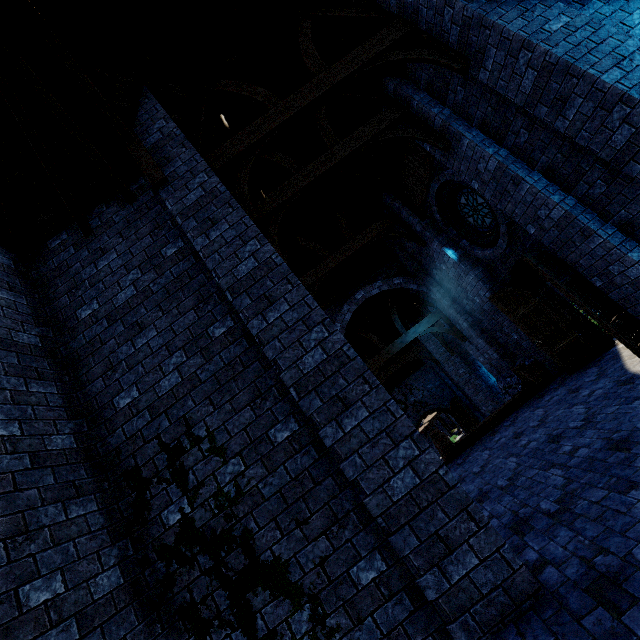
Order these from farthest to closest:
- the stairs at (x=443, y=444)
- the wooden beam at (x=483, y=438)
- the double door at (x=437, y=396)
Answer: the double door at (x=437, y=396)
the stairs at (x=443, y=444)
the wooden beam at (x=483, y=438)

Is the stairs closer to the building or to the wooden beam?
the wooden beam

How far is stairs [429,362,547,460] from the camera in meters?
8.3 m

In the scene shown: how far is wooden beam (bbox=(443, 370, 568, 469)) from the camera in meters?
7.7 m

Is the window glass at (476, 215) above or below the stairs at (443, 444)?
above

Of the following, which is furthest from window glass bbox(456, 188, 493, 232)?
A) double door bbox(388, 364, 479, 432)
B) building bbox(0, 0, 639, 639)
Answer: double door bbox(388, 364, 479, 432)

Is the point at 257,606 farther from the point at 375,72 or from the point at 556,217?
the point at 375,72

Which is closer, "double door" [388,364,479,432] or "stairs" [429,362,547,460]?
"stairs" [429,362,547,460]
